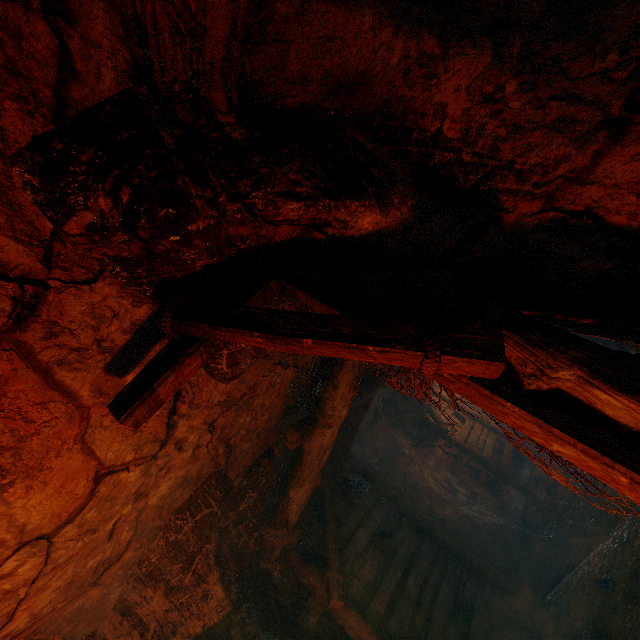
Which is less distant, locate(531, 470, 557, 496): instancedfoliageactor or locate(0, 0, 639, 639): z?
locate(0, 0, 639, 639): z

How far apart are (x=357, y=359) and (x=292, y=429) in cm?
260

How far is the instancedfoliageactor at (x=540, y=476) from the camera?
7.8 meters

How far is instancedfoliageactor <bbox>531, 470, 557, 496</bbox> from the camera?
7.8 meters

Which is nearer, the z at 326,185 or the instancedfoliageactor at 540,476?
the z at 326,185

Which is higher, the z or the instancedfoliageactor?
the z
